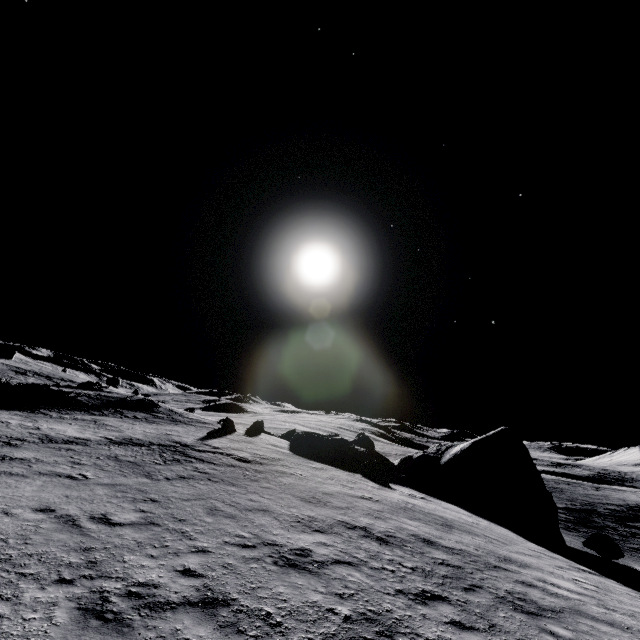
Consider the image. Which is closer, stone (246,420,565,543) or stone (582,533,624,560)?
stone (582,533,624,560)

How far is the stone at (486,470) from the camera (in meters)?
19.84

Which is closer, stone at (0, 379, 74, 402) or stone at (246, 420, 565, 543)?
stone at (246, 420, 565, 543)

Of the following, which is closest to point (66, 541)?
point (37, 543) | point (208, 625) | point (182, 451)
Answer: point (37, 543)

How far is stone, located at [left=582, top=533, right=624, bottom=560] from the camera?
16.16m

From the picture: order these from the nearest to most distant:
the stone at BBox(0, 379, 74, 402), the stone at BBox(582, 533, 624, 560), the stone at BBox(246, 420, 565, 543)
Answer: the stone at BBox(582, 533, 624, 560) → the stone at BBox(246, 420, 565, 543) → the stone at BBox(0, 379, 74, 402)

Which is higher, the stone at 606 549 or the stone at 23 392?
the stone at 23 392
